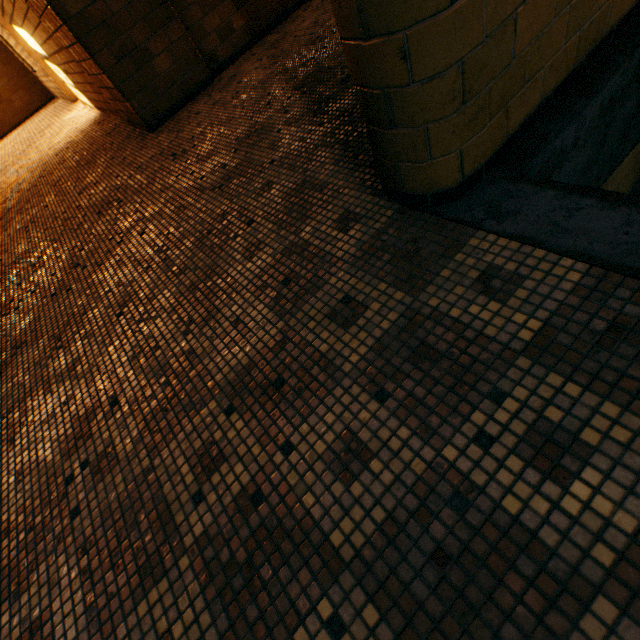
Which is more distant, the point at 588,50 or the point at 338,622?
the point at 588,50
